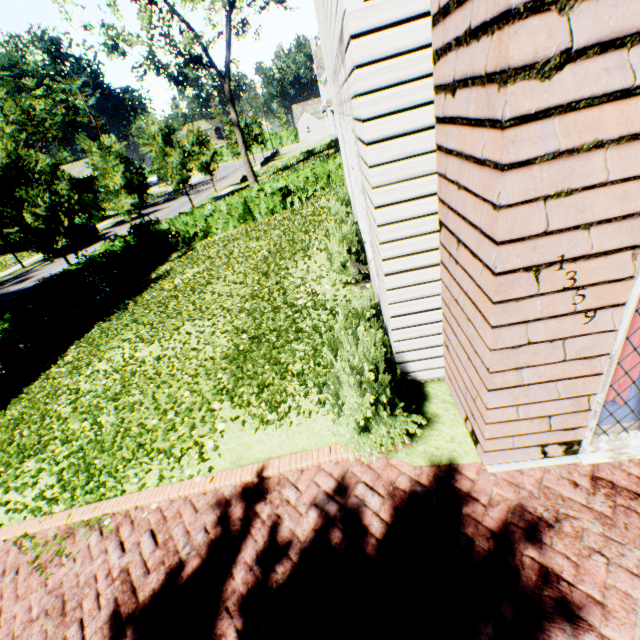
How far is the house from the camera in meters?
52.0

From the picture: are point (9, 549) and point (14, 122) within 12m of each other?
no

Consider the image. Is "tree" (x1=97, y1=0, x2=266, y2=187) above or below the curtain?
above

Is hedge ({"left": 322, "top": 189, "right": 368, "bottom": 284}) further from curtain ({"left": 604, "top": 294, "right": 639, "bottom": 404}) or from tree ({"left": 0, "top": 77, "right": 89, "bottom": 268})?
tree ({"left": 0, "top": 77, "right": 89, "bottom": 268})

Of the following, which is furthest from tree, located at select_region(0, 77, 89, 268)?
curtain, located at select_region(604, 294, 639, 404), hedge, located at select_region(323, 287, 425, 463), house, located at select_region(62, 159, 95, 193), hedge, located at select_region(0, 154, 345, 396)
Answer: curtain, located at select_region(604, 294, 639, 404)

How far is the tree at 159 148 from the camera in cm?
2520

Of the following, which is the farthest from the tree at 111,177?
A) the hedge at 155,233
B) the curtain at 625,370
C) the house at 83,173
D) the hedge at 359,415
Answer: the curtain at 625,370

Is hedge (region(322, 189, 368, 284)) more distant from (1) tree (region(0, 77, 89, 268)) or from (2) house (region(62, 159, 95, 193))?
(2) house (region(62, 159, 95, 193))
